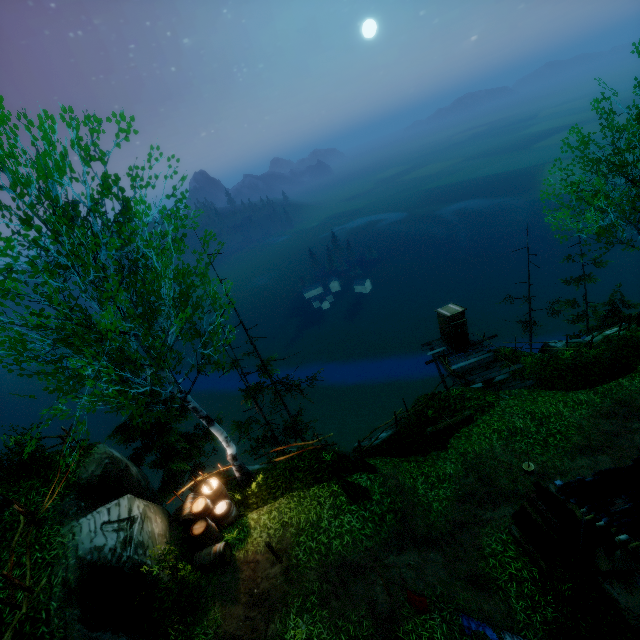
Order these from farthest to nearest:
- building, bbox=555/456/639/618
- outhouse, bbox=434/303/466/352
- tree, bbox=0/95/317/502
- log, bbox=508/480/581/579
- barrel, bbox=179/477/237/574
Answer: outhouse, bbox=434/303/466/352 → barrel, bbox=179/477/237/574 → log, bbox=508/480/581/579 → tree, bbox=0/95/317/502 → building, bbox=555/456/639/618

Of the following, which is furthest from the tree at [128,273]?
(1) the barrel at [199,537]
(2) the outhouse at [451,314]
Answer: (1) the barrel at [199,537]

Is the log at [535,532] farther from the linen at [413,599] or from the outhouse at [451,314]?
the outhouse at [451,314]

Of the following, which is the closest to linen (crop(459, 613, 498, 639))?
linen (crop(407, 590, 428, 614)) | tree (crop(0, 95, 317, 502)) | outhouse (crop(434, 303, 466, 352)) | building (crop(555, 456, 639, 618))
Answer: linen (crop(407, 590, 428, 614))

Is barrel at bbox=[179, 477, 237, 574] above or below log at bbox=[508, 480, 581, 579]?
above

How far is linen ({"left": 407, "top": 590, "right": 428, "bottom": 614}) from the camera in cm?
713

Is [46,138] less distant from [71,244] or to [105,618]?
[71,244]

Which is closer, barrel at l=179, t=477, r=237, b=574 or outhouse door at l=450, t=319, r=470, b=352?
barrel at l=179, t=477, r=237, b=574
